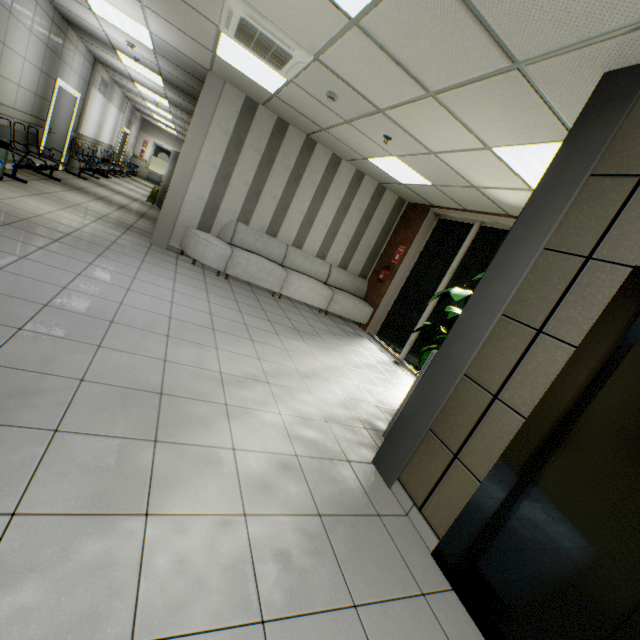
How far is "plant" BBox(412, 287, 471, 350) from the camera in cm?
439

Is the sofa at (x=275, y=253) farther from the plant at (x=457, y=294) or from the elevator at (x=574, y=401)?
the elevator at (x=574, y=401)

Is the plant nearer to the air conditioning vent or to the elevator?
the elevator

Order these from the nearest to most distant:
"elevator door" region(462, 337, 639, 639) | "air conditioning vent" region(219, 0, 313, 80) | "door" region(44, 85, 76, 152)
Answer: "elevator door" region(462, 337, 639, 639) < "air conditioning vent" region(219, 0, 313, 80) < "door" region(44, 85, 76, 152)

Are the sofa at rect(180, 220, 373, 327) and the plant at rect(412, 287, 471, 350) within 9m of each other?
yes

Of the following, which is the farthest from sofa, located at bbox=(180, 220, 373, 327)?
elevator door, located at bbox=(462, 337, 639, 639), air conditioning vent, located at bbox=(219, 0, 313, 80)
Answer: elevator door, located at bbox=(462, 337, 639, 639)

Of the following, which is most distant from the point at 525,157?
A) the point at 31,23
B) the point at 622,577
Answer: the point at 31,23

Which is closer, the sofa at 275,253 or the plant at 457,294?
the plant at 457,294
